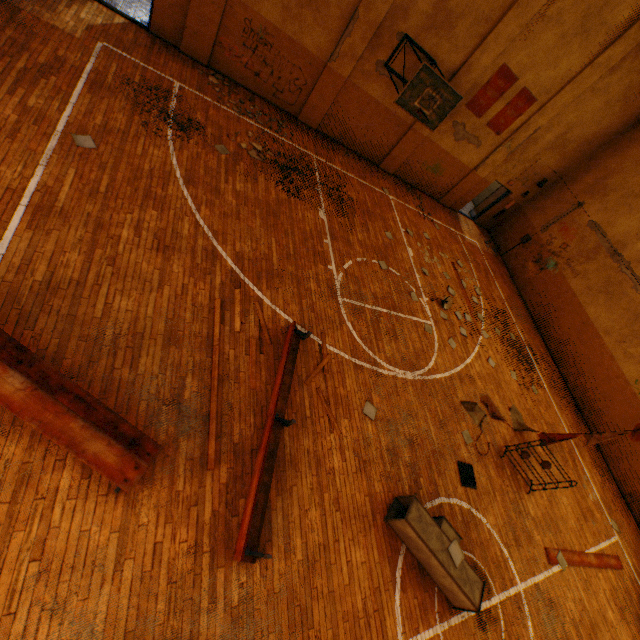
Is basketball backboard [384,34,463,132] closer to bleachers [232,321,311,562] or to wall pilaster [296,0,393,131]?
wall pilaster [296,0,393,131]

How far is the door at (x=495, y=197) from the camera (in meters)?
16.41

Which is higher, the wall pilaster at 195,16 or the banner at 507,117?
the banner at 507,117

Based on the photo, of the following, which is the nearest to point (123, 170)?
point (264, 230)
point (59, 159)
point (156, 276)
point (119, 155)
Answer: point (119, 155)

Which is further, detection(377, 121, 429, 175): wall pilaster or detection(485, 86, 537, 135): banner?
detection(377, 121, 429, 175): wall pilaster

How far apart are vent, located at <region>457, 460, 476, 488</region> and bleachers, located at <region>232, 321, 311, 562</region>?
4.62m

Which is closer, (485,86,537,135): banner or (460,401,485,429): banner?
(460,401,485,429): banner

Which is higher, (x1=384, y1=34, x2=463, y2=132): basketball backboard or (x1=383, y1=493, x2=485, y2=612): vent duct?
(x1=384, y1=34, x2=463, y2=132): basketball backboard
